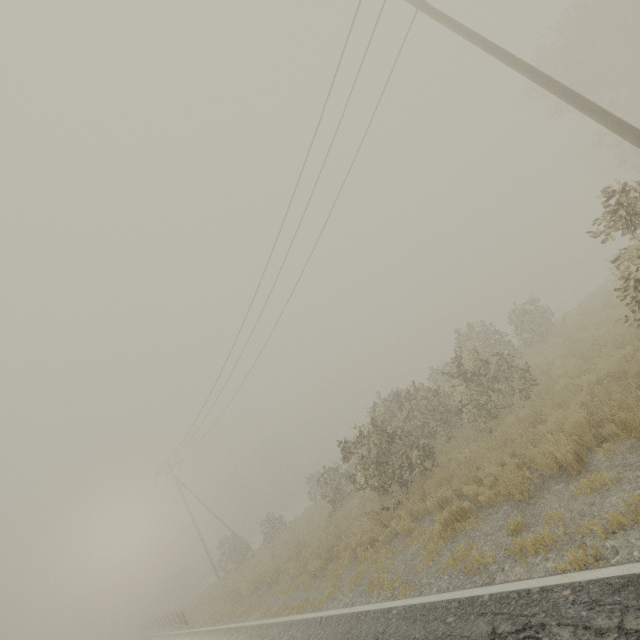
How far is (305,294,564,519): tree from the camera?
11.6 meters

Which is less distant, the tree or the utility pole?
the utility pole

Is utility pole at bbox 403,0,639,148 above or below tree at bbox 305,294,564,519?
above

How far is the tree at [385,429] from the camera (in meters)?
11.64

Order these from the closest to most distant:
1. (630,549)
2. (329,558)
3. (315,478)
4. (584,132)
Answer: (630,549) < (329,558) < (315,478) < (584,132)

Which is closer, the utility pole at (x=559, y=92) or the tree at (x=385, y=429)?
the utility pole at (x=559, y=92)
